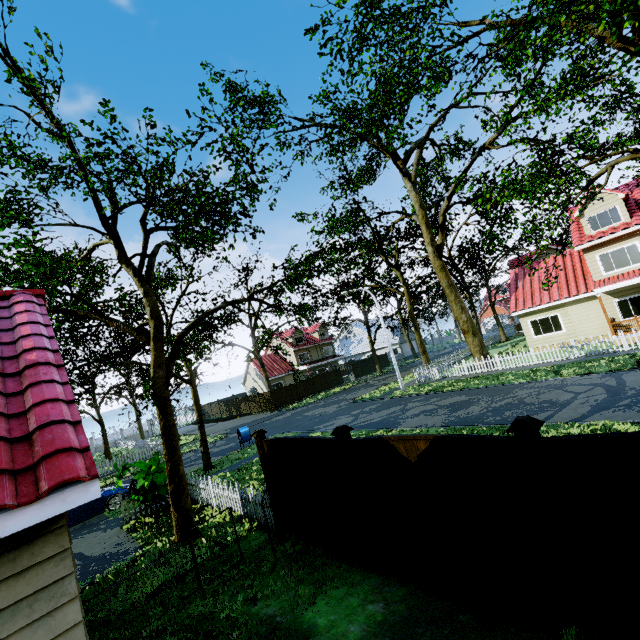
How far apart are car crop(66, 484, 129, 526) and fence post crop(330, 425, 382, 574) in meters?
14.0

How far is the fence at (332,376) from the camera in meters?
41.8

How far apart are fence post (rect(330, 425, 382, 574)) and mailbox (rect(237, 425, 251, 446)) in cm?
1525

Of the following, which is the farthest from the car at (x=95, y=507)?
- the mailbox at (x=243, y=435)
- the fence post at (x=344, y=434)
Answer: the fence post at (x=344, y=434)

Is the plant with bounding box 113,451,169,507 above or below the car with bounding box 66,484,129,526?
above

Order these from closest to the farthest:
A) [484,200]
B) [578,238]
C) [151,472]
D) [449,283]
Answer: [151,472]
[578,238]
[449,283]
[484,200]

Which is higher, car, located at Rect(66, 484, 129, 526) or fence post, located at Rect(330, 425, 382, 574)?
fence post, located at Rect(330, 425, 382, 574)

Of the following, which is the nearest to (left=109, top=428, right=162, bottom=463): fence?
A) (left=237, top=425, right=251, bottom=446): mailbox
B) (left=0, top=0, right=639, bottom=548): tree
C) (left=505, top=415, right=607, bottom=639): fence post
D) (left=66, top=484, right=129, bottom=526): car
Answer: (left=505, top=415, right=607, bottom=639): fence post
